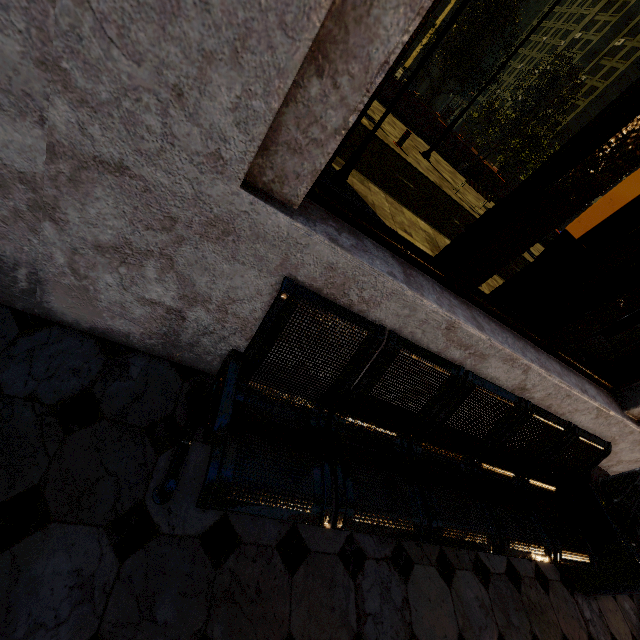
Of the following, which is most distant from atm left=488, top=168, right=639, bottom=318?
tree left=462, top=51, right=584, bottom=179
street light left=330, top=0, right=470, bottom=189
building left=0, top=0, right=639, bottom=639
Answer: tree left=462, top=51, right=584, bottom=179

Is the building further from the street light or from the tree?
the tree

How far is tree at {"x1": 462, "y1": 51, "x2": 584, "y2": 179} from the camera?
19.84m

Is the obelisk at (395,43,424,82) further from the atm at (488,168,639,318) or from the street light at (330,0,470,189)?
the atm at (488,168,639,318)

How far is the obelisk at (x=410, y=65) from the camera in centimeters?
2769cm

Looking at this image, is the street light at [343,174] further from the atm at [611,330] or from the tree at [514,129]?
the tree at [514,129]

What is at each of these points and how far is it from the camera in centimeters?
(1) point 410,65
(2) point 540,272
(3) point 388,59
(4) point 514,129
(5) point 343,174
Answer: (1) obelisk, 2814cm
(2) atm, 332cm
(3) building, 83cm
(4) tree, 2056cm
(5) street light, 459cm

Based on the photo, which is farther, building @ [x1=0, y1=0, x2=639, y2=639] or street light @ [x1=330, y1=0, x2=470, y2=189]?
street light @ [x1=330, y1=0, x2=470, y2=189]
